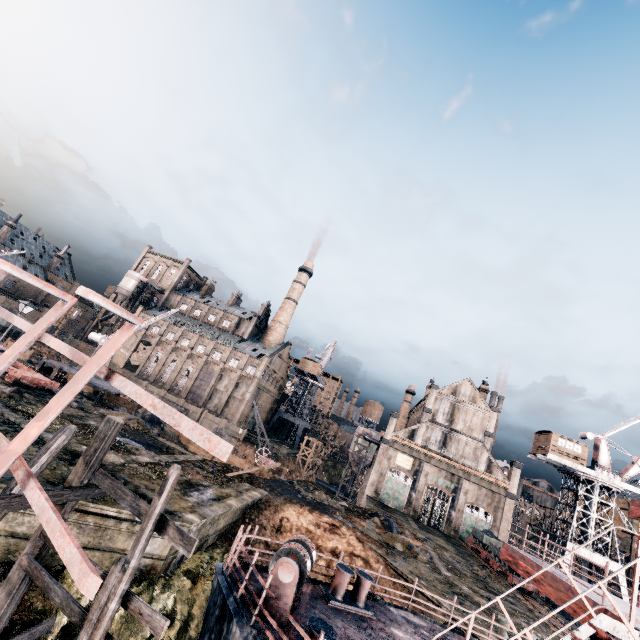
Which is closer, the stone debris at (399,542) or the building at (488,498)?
the stone debris at (399,542)

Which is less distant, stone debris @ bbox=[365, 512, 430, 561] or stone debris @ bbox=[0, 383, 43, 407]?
stone debris @ bbox=[0, 383, 43, 407]

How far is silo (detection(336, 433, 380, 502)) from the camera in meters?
56.9 m

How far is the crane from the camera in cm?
3684

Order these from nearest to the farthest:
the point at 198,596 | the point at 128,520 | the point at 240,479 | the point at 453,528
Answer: the point at 128,520, the point at 198,596, the point at 240,479, the point at 453,528

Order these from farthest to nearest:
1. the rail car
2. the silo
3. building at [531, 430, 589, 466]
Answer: the silo
building at [531, 430, 589, 466]
the rail car

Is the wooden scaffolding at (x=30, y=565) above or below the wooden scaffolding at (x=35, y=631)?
above

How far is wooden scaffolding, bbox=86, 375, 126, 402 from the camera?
30.12m
